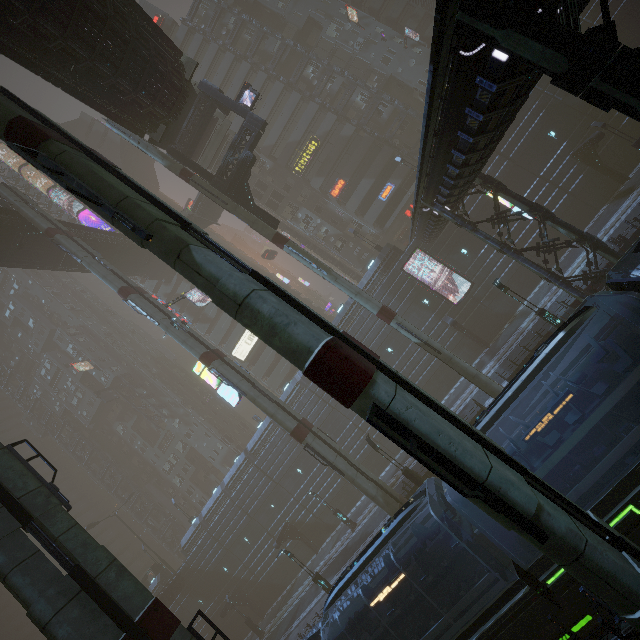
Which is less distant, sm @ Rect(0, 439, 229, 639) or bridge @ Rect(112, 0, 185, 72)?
sm @ Rect(0, 439, 229, 639)

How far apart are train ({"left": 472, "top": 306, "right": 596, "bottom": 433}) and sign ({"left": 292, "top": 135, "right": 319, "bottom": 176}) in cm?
4066

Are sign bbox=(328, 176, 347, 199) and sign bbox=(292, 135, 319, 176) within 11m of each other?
yes

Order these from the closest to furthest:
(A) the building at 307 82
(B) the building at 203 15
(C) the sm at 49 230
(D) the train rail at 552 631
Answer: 1. (D) the train rail at 552 631
2. (C) the sm at 49 230
3. (A) the building at 307 82
4. (B) the building at 203 15

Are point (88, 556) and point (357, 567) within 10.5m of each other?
yes

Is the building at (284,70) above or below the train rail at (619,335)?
above

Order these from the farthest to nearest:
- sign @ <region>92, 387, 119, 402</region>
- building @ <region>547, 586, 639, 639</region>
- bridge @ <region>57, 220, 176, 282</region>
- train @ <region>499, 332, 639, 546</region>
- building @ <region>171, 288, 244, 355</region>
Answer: sign @ <region>92, 387, 119, 402</region>
building @ <region>171, 288, 244, 355</region>
bridge @ <region>57, 220, 176, 282</region>
train @ <region>499, 332, 639, 546</region>
building @ <region>547, 586, 639, 639</region>

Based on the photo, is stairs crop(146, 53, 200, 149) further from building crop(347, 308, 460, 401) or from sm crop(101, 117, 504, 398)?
building crop(347, 308, 460, 401)
